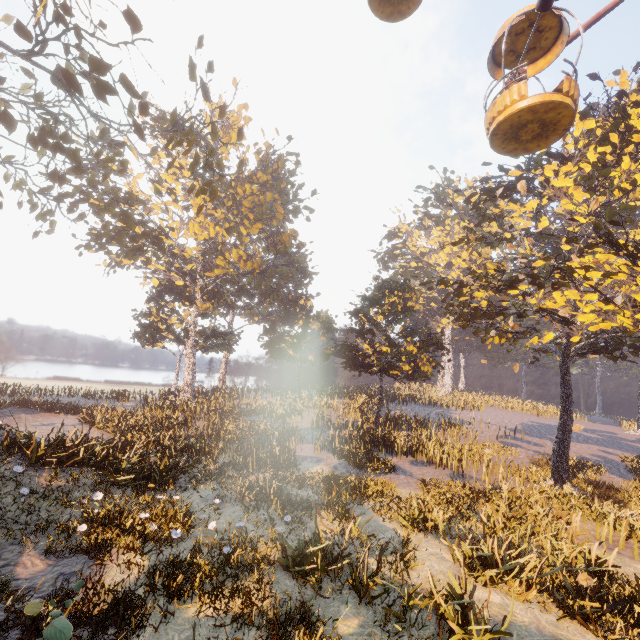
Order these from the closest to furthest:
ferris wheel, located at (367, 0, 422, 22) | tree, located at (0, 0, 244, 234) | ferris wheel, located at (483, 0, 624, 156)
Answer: ferris wheel, located at (483, 0, 624, 156) < ferris wheel, located at (367, 0, 422, 22) < tree, located at (0, 0, 244, 234)

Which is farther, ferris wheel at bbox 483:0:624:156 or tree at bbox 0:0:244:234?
tree at bbox 0:0:244:234

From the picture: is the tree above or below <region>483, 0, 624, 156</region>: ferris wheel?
above

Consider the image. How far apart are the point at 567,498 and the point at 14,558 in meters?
19.4 m

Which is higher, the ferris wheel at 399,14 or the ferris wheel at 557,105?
the ferris wheel at 399,14

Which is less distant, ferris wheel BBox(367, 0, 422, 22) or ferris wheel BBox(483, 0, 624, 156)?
ferris wheel BBox(483, 0, 624, 156)

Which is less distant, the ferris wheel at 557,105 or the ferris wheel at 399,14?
the ferris wheel at 557,105
